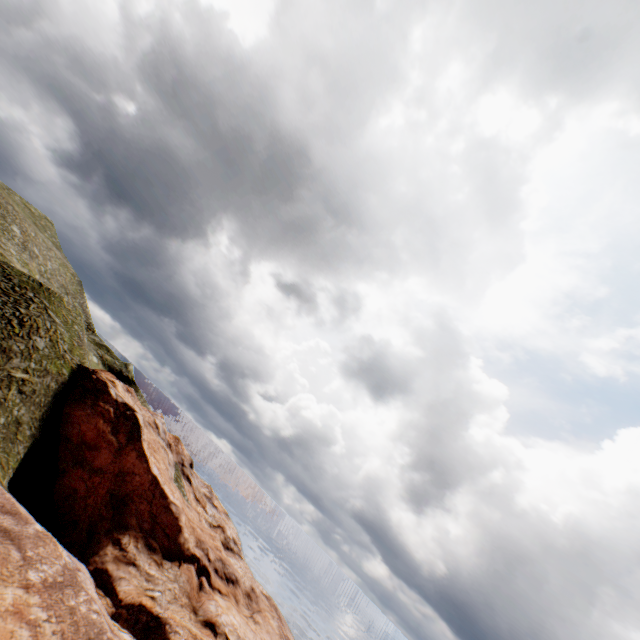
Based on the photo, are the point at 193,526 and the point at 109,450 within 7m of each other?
no
